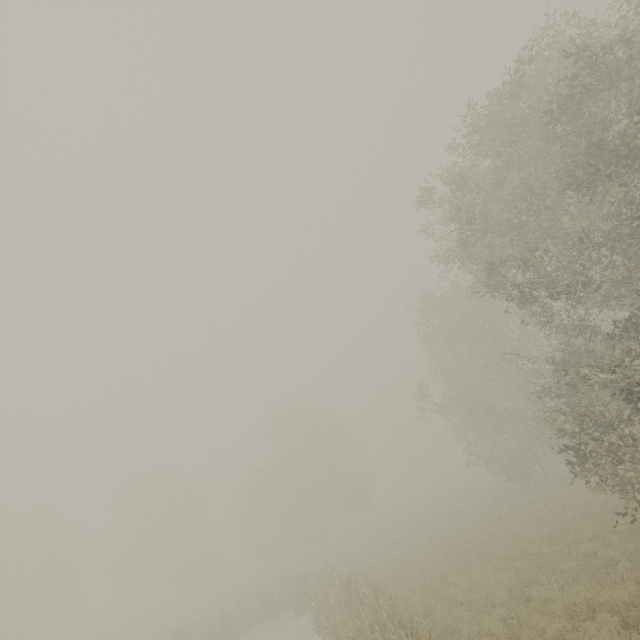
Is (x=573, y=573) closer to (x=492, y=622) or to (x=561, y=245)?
(x=492, y=622)
